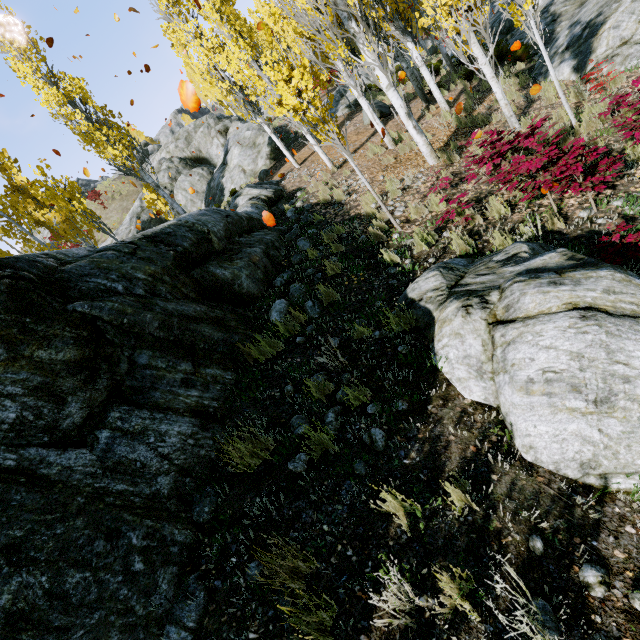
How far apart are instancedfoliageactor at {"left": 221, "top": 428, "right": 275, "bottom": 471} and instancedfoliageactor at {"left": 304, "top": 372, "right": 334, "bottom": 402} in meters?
0.6

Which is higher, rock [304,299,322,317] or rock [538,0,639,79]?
rock [304,299,322,317]

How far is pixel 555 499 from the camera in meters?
2.3

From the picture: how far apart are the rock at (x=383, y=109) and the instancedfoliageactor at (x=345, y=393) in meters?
15.4

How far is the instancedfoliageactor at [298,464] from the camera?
3.00m

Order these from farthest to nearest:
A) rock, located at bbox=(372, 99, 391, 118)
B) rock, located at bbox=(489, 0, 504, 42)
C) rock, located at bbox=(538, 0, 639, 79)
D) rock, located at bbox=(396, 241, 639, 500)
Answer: rock, located at bbox=(489, 0, 504, 42) < rock, located at bbox=(372, 99, 391, 118) < rock, located at bbox=(538, 0, 639, 79) < rock, located at bbox=(396, 241, 639, 500)

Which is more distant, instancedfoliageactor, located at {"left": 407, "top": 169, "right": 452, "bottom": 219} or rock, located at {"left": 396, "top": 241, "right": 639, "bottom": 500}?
instancedfoliageactor, located at {"left": 407, "top": 169, "right": 452, "bottom": 219}
